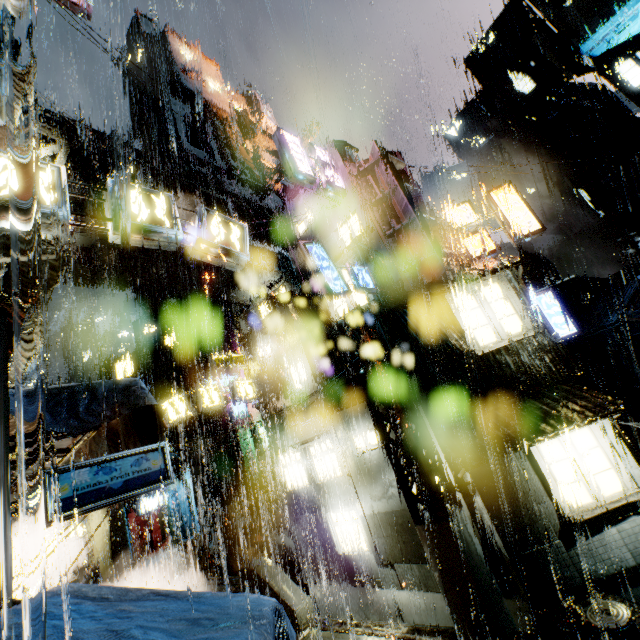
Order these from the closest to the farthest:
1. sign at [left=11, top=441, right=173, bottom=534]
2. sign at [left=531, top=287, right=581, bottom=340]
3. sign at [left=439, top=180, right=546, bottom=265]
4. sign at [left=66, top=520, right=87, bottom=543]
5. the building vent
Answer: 1. sign at [left=11, top=441, right=173, bottom=534]
2. sign at [left=439, top=180, right=546, bottom=265]
3. sign at [left=531, top=287, right=581, bottom=340]
4. sign at [left=66, top=520, right=87, bottom=543]
5. the building vent

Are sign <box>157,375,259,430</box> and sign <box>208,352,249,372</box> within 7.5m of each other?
yes

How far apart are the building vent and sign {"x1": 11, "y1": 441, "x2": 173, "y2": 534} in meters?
39.1 m

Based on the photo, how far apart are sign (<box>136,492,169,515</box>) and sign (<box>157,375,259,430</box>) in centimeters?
1905cm

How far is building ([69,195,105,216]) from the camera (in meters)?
18.95

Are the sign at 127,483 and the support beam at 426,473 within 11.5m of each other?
yes

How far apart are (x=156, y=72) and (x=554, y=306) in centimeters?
6001cm

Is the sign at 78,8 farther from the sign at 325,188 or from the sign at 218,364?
the sign at 218,364
